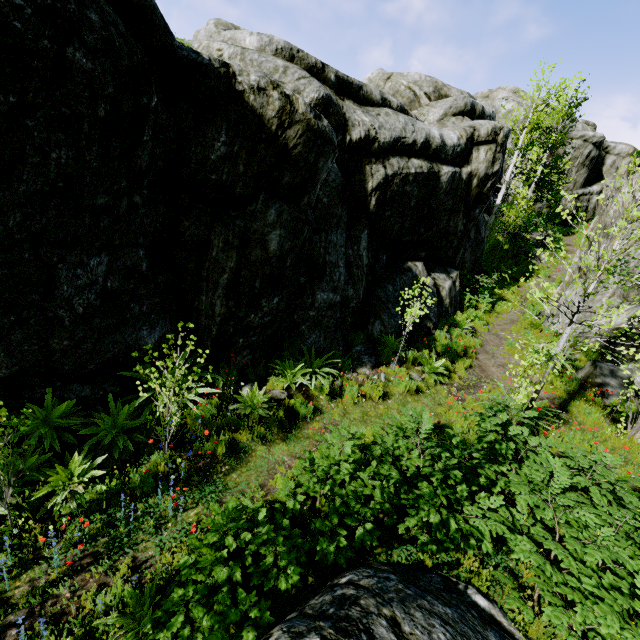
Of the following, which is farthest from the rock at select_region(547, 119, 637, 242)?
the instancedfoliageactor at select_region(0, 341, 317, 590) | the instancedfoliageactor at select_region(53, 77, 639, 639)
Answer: the instancedfoliageactor at select_region(0, 341, 317, 590)

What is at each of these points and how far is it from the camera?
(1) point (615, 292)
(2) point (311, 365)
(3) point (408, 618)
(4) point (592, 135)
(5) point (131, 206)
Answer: (1) rock, 11.4m
(2) instancedfoliageactor, 8.6m
(3) rock, 3.2m
(4) rock, 32.7m
(5) rock, 5.5m

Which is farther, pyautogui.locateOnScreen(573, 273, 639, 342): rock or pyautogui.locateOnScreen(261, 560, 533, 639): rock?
pyautogui.locateOnScreen(573, 273, 639, 342): rock

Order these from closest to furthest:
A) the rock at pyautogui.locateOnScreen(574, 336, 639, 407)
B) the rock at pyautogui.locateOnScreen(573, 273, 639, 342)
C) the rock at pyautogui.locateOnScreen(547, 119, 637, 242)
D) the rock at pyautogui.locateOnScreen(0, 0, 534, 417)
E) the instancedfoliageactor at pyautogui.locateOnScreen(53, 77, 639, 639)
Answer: the instancedfoliageactor at pyautogui.locateOnScreen(53, 77, 639, 639), the rock at pyautogui.locateOnScreen(0, 0, 534, 417), the rock at pyautogui.locateOnScreen(574, 336, 639, 407), the rock at pyautogui.locateOnScreen(573, 273, 639, 342), the rock at pyautogui.locateOnScreen(547, 119, 637, 242)

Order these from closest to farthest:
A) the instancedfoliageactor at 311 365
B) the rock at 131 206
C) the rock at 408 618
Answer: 1. the rock at 408 618
2. the rock at 131 206
3. the instancedfoliageactor at 311 365

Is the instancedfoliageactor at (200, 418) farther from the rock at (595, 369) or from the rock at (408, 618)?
the rock at (595, 369)

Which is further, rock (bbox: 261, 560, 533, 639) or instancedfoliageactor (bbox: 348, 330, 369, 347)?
instancedfoliageactor (bbox: 348, 330, 369, 347)
